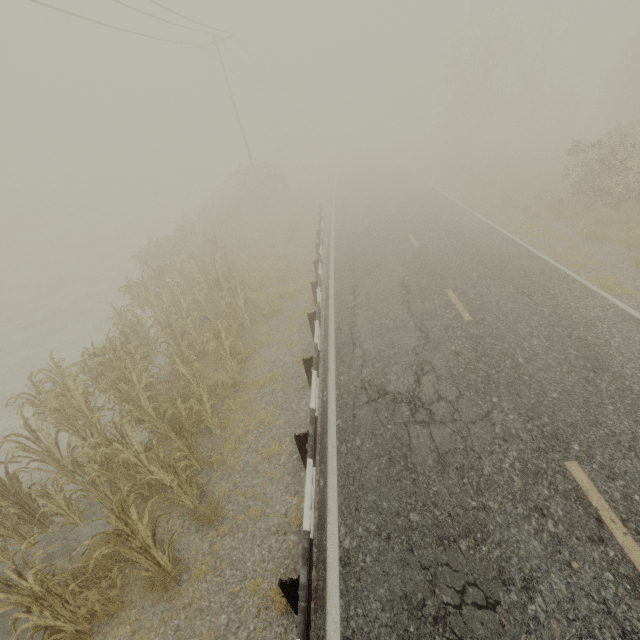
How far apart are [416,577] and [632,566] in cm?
245

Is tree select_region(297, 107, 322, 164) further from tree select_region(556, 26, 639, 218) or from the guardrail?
tree select_region(556, 26, 639, 218)

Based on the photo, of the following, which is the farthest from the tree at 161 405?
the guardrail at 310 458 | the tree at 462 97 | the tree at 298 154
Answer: the tree at 298 154

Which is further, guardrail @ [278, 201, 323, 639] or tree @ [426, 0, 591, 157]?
tree @ [426, 0, 591, 157]

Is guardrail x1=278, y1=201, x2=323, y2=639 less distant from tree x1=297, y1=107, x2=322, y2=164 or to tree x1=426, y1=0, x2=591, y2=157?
tree x1=426, y1=0, x2=591, y2=157

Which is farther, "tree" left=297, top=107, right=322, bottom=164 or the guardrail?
"tree" left=297, top=107, right=322, bottom=164

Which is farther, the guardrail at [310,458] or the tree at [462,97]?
the tree at [462,97]

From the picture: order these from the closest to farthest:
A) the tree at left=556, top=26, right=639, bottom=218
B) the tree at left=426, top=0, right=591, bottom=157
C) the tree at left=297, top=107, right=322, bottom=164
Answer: the tree at left=556, top=26, right=639, bottom=218 < the tree at left=426, top=0, right=591, bottom=157 < the tree at left=297, top=107, right=322, bottom=164
